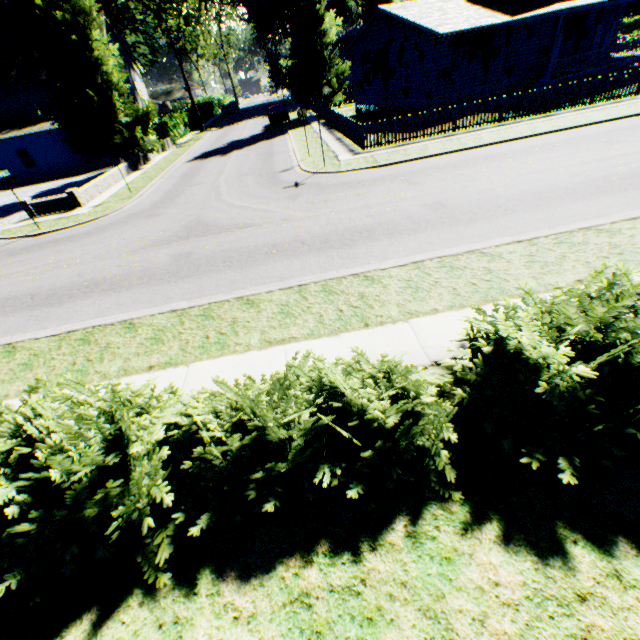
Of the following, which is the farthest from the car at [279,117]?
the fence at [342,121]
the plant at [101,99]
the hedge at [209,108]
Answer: the hedge at [209,108]

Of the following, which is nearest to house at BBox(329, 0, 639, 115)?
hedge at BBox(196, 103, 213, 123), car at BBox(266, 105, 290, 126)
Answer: car at BBox(266, 105, 290, 126)

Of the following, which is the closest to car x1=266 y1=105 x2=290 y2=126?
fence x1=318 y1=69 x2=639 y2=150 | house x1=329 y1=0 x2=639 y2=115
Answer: fence x1=318 y1=69 x2=639 y2=150

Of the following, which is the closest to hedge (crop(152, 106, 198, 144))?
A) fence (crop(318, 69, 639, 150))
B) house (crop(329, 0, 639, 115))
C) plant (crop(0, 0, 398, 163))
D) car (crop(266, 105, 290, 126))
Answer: plant (crop(0, 0, 398, 163))

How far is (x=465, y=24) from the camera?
20.38m

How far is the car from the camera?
31.6 meters

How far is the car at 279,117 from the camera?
31.6 meters
